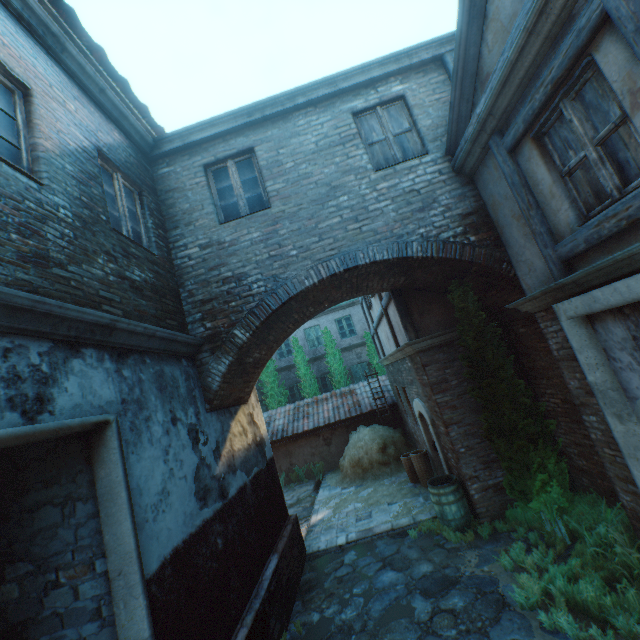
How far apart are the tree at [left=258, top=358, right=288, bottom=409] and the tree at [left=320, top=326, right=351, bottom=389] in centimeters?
244cm

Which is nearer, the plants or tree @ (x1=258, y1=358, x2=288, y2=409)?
the plants

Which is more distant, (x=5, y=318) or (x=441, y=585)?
(x=441, y=585)

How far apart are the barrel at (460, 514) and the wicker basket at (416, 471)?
1.8 meters

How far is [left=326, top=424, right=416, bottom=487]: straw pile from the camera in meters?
11.3

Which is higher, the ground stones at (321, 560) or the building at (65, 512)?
the building at (65, 512)

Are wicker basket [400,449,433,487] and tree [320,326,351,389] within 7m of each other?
no

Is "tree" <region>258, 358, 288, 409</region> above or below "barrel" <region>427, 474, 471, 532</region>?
above
